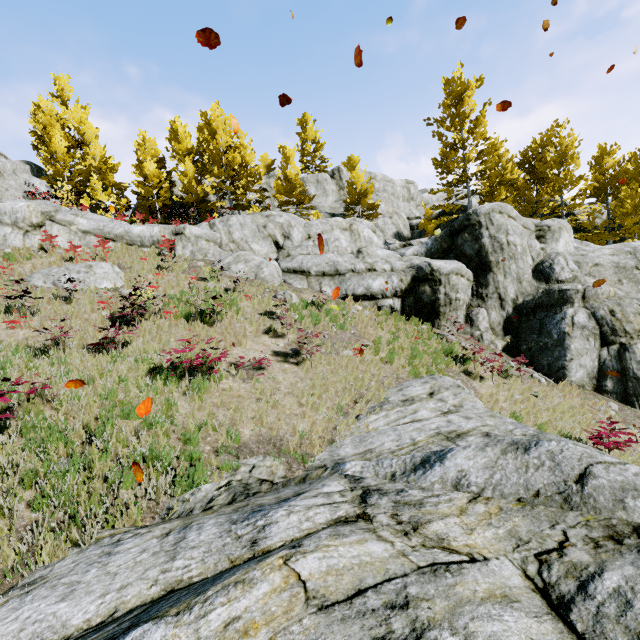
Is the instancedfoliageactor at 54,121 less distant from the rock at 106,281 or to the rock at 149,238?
the rock at 149,238

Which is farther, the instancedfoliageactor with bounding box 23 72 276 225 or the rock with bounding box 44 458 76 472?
the instancedfoliageactor with bounding box 23 72 276 225

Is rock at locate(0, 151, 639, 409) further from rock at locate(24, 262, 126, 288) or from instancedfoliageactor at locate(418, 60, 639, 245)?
rock at locate(24, 262, 126, 288)

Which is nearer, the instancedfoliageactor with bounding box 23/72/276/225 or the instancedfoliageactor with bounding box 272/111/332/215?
the instancedfoliageactor with bounding box 23/72/276/225

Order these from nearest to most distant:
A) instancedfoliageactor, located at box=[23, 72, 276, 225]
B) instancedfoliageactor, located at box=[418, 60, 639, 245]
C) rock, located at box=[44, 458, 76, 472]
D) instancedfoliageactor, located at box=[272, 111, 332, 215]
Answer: rock, located at box=[44, 458, 76, 472]
instancedfoliageactor, located at box=[418, 60, 639, 245]
instancedfoliageactor, located at box=[23, 72, 276, 225]
instancedfoliageactor, located at box=[272, 111, 332, 215]

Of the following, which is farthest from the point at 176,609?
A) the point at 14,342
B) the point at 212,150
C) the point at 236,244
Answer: the point at 212,150
